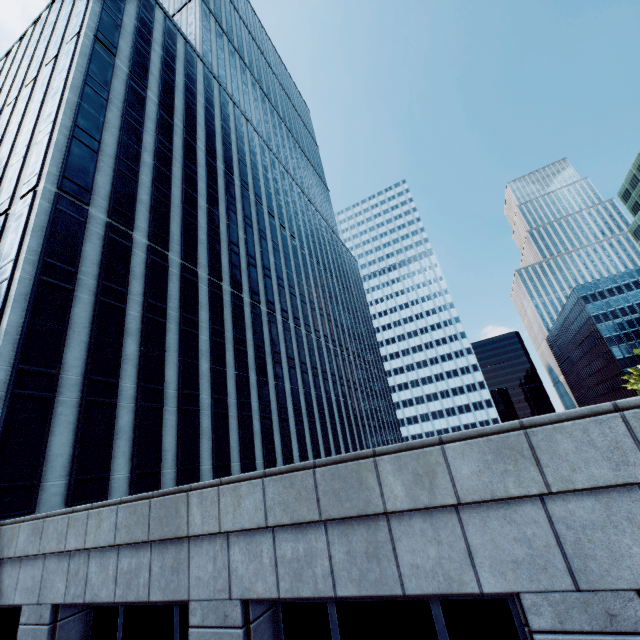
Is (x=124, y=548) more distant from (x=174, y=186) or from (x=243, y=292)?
(x=174, y=186)
